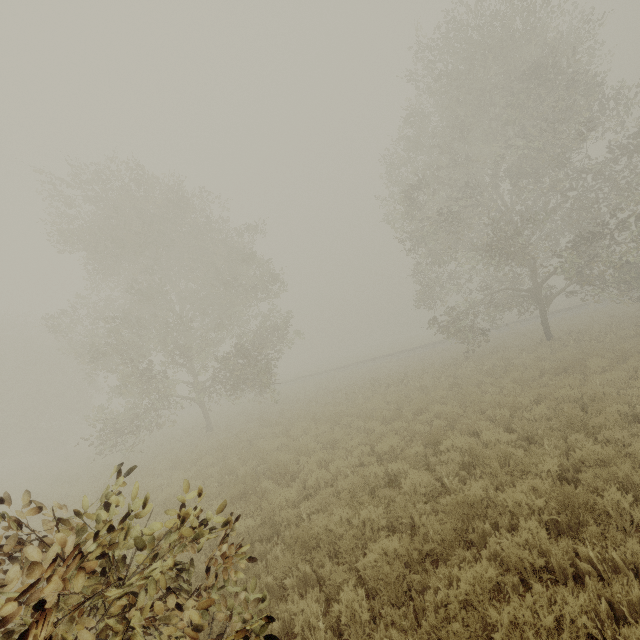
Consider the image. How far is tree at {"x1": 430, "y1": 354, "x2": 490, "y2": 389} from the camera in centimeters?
1605cm

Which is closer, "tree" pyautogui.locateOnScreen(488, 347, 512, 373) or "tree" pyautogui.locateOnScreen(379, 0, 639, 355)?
"tree" pyautogui.locateOnScreen(379, 0, 639, 355)

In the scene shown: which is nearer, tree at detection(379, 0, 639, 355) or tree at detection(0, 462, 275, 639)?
tree at detection(0, 462, 275, 639)

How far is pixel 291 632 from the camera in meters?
4.6

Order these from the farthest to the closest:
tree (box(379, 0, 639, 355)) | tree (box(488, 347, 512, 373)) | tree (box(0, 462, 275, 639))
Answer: tree (box(488, 347, 512, 373)) → tree (box(379, 0, 639, 355)) → tree (box(0, 462, 275, 639))

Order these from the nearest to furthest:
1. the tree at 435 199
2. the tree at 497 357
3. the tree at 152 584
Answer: the tree at 152 584 < the tree at 435 199 < the tree at 497 357

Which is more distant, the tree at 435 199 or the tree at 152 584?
the tree at 435 199
